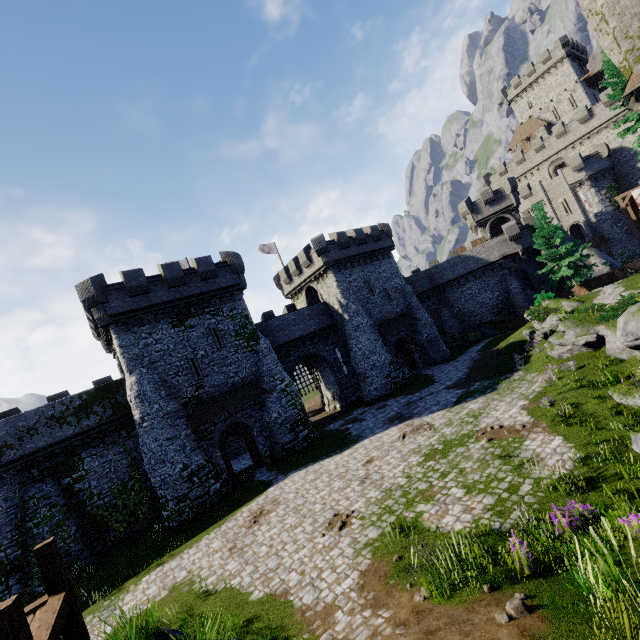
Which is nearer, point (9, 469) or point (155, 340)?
point (9, 469)

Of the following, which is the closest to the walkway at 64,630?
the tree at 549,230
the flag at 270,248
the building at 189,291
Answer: the building at 189,291

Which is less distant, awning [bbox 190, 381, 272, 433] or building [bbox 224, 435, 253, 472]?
awning [bbox 190, 381, 272, 433]

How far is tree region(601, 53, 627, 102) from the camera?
25.6 meters

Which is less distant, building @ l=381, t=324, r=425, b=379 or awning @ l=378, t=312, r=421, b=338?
awning @ l=378, t=312, r=421, b=338

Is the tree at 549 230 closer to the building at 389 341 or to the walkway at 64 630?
the building at 389 341

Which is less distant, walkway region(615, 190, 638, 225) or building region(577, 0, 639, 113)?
building region(577, 0, 639, 113)

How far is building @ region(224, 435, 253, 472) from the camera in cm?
2758
